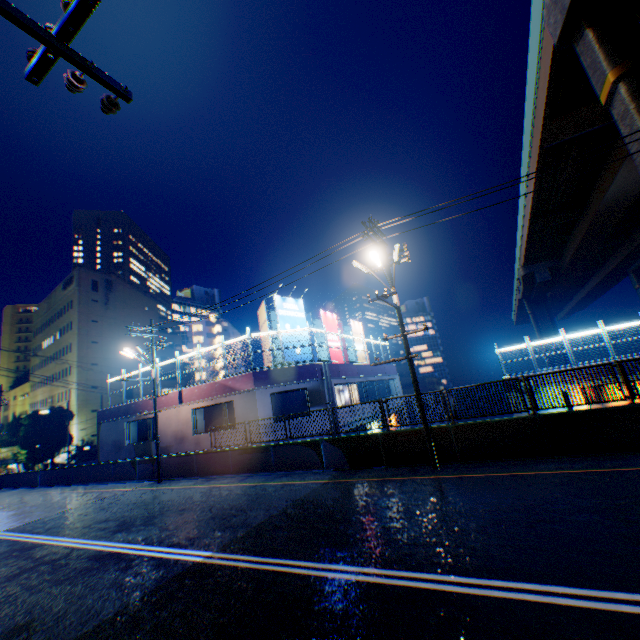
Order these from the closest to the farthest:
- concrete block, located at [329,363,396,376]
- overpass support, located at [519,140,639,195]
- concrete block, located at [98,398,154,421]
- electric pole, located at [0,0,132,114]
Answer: electric pole, located at [0,0,132,114] < overpass support, located at [519,140,639,195] < concrete block, located at [329,363,396,376] < concrete block, located at [98,398,154,421]

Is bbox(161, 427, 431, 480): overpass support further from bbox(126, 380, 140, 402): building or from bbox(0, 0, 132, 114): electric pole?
bbox(126, 380, 140, 402): building

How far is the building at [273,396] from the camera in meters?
18.2

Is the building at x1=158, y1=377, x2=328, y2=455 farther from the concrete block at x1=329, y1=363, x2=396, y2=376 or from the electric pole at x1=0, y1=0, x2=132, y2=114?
the electric pole at x1=0, y1=0, x2=132, y2=114

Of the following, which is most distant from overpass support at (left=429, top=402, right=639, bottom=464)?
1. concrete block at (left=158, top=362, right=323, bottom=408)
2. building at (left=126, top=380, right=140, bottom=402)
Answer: building at (left=126, top=380, right=140, bottom=402)

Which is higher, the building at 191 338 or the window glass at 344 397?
the building at 191 338

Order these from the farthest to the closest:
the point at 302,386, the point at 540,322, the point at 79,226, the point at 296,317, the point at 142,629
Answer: the point at 79,226
the point at 540,322
the point at 296,317
the point at 302,386
the point at 142,629

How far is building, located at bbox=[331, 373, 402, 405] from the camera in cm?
2205
